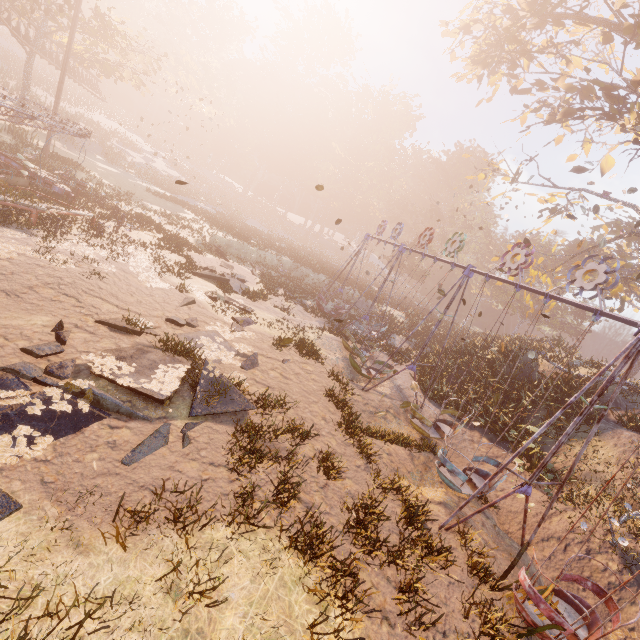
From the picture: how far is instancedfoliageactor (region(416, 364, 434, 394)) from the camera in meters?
16.2 m

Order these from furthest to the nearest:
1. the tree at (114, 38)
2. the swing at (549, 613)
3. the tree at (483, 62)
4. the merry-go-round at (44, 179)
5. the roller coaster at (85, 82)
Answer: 1. the roller coaster at (85, 82)
2. the tree at (114, 38)
3. the tree at (483, 62)
4. the merry-go-round at (44, 179)
5. the swing at (549, 613)

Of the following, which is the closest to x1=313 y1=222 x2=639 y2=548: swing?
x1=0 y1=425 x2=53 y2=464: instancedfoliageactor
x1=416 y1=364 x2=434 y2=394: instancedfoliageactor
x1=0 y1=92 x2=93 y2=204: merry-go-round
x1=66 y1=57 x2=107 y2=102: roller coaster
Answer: x1=416 y1=364 x2=434 y2=394: instancedfoliageactor

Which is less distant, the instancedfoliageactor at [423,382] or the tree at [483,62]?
the tree at [483,62]

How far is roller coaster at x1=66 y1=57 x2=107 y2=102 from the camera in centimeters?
3326cm

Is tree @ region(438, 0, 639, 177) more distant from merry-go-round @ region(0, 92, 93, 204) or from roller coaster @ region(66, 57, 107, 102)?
roller coaster @ region(66, 57, 107, 102)

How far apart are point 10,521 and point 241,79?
71.5m

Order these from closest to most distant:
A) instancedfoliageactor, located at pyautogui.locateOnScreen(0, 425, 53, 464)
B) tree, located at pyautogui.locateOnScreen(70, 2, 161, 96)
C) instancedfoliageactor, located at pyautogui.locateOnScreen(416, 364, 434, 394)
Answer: instancedfoliageactor, located at pyautogui.locateOnScreen(0, 425, 53, 464), instancedfoliageactor, located at pyautogui.locateOnScreen(416, 364, 434, 394), tree, located at pyautogui.locateOnScreen(70, 2, 161, 96)
